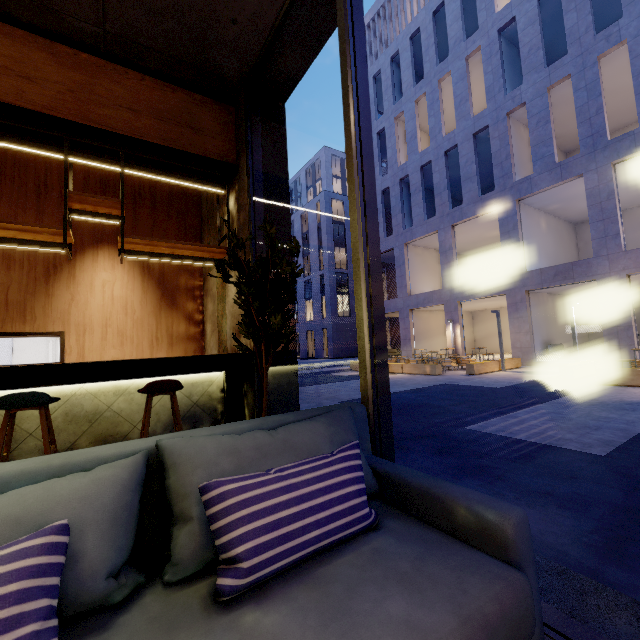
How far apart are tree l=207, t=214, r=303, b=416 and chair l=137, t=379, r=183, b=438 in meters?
1.2 m

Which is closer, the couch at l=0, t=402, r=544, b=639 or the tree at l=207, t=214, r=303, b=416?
the couch at l=0, t=402, r=544, b=639

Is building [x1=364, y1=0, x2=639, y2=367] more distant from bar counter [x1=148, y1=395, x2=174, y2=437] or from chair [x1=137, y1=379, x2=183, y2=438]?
chair [x1=137, y1=379, x2=183, y2=438]

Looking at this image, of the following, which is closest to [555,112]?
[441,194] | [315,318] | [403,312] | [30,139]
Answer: [441,194]

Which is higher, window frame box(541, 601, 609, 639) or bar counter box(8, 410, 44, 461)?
bar counter box(8, 410, 44, 461)

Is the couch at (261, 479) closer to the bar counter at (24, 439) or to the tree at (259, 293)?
the tree at (259, 293)

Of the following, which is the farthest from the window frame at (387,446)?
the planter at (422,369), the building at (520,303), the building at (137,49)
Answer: the building at (520,303)

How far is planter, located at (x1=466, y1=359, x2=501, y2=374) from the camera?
14.1m
